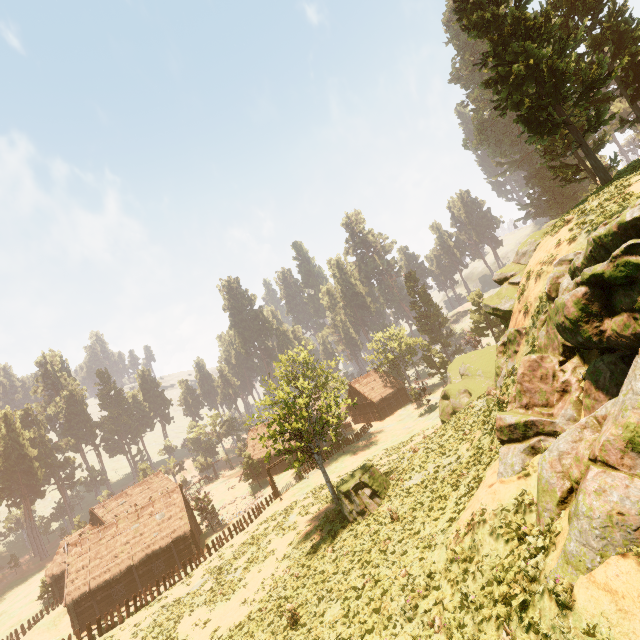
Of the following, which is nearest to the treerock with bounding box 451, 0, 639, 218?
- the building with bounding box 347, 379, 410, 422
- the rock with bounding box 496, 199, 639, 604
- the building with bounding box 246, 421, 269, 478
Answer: the building with bounding box 246, 421, 269, 478

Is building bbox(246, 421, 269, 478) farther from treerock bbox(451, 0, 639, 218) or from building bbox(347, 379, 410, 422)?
building bbox(347, 379, 410, 422)

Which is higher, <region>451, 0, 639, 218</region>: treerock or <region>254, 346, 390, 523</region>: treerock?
<region>451, 0, 639, 218</region>: treerock

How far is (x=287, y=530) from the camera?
27.3 meters

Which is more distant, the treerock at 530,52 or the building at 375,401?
the building at 375,401

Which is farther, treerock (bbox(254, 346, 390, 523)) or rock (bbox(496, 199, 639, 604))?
treerock (bbox(254, 346, 390, 523))

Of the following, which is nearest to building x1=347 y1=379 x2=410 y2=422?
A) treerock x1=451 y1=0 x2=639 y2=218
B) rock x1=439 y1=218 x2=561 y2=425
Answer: treerock x1=451 y1=0 x2=639 y2=218

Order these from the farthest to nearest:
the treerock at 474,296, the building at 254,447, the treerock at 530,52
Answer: the building at 254,447 < the treerock at 474,296 < the treerock at 530,52
